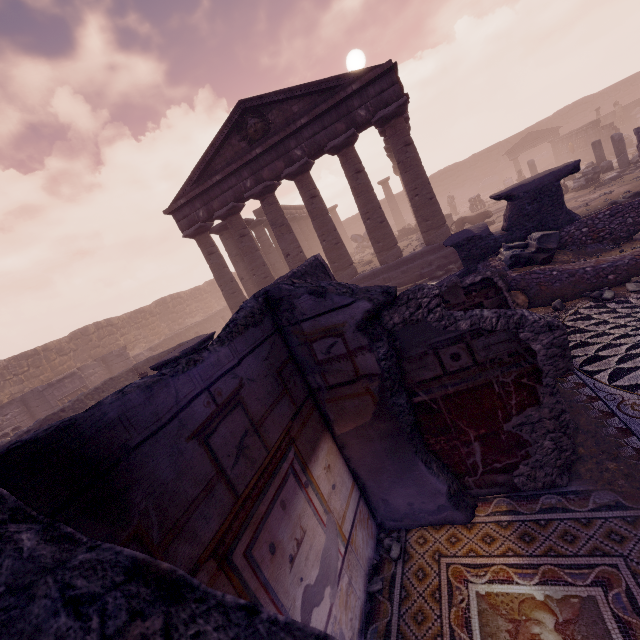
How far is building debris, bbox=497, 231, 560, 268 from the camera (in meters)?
7.31

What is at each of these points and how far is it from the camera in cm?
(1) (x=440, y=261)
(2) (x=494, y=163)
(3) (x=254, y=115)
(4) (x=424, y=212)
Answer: (1) building base, 1309
(2) wall arch, 3781
(3) relief sculpture, 1333
(4) column, 1295

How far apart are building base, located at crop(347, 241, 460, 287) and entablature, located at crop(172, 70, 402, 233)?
5.29m

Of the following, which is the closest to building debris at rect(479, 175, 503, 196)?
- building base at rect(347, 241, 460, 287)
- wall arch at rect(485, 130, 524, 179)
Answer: wall arch at rect(485, 130, 524, 179)

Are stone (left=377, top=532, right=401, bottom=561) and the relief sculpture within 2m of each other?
A: no

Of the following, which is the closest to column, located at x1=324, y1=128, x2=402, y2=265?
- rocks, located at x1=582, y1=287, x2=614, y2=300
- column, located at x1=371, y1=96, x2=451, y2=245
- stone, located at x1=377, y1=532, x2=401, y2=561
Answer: column, located at x1=371, y1=96, x2=451, y2=245

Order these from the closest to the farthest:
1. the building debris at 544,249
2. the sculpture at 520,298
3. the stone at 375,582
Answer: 1. the stone at 375,582
2. the sculpture at 520,298
3. the building debris at 544,249

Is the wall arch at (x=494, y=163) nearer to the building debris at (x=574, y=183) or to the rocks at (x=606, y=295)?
the building debris at (x=574, y=183)
